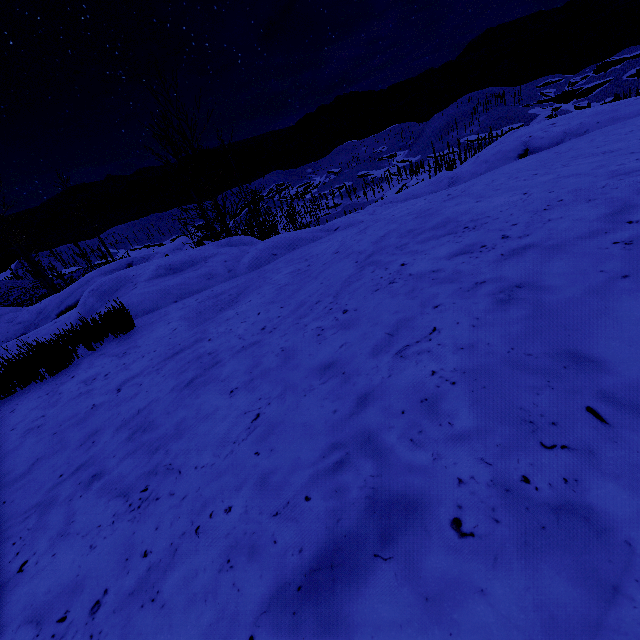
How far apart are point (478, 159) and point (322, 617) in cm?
1320
